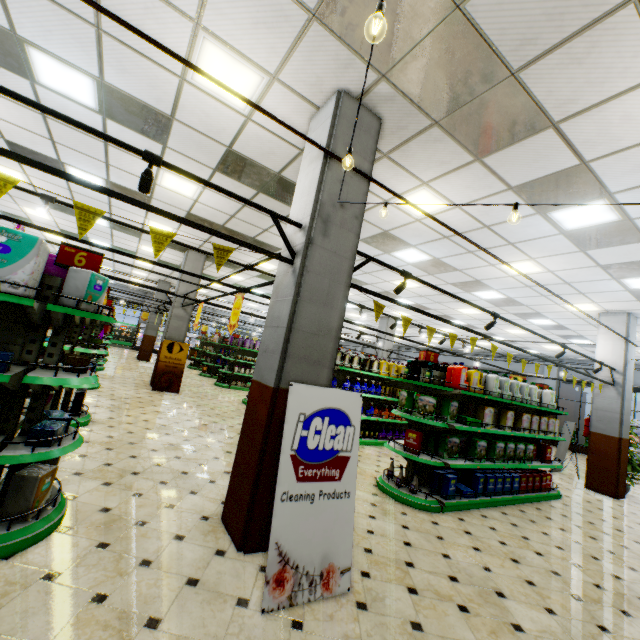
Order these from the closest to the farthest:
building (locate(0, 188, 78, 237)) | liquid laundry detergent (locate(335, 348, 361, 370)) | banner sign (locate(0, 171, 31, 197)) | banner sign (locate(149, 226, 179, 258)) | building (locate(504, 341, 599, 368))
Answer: banner sign (locate(0, 171, 31, 197)), banner sign (locate(149, 226, 179, 258)), liquid laundry detergent (locate(335, 348, 361, 370)), building (locate(0, 188, 78, 237)), building (locate(504, 341, 599, 368))

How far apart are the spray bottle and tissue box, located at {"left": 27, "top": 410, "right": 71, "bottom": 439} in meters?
6.8 m

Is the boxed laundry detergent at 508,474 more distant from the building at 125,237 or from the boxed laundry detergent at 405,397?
the boxed laundry detergent at 405,397

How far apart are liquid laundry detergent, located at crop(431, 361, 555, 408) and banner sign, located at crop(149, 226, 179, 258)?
5.8 meters

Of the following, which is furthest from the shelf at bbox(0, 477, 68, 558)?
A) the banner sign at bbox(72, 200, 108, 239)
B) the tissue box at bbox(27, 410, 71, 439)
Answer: the banner sign at bbox(72, 200, 108, 239)

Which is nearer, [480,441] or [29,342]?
[29,342]

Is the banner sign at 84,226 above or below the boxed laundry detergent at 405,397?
above

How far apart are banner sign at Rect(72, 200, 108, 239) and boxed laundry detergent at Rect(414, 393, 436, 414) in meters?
4.9
